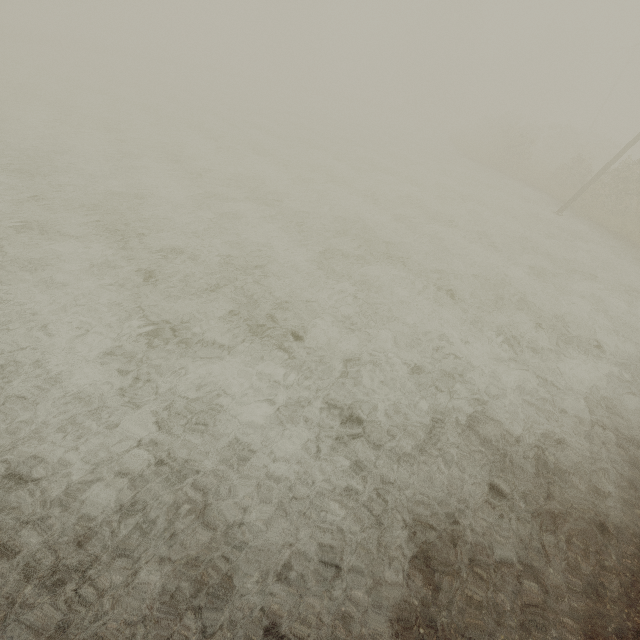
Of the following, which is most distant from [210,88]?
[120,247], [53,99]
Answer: [120,247]
